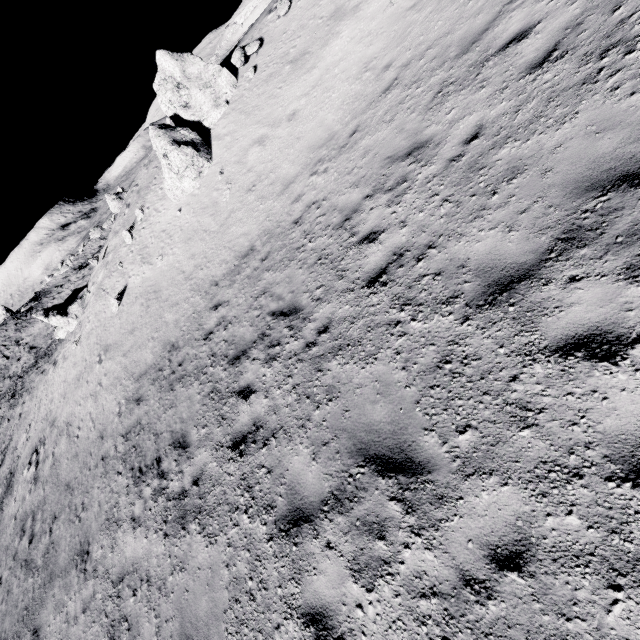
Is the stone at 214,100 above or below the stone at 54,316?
above

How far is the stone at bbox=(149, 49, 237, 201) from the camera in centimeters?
1390cm

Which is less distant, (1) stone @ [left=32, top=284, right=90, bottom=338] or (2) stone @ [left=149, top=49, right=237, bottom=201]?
(2) stone @ [left=149, top=49, right=237, bottom=201]

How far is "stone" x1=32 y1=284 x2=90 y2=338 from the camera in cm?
2316

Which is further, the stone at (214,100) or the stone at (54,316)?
the stone at (54,316)

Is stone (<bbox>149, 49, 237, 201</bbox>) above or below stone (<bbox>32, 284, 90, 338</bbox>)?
above

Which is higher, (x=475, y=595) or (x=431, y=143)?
(x=431, y=143)
